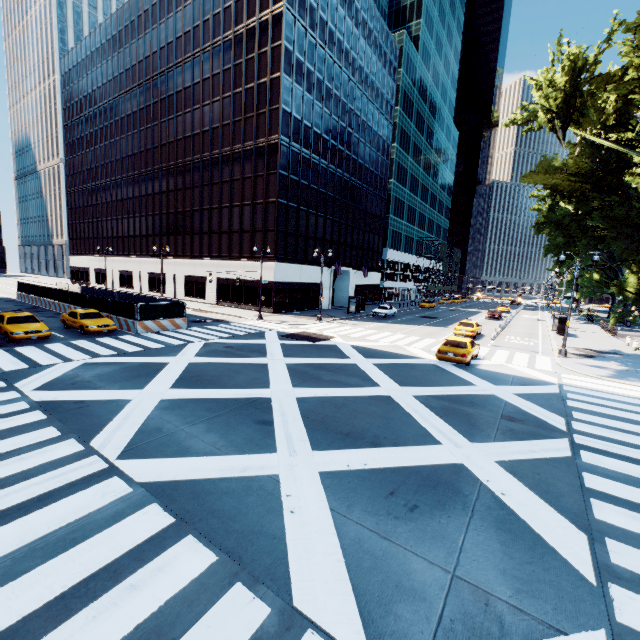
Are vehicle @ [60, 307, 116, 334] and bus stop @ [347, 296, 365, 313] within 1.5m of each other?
no

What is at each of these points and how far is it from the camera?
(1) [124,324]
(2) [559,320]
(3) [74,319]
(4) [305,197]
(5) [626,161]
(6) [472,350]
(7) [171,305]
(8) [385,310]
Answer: (1) concrete barrier, 24.3m
(2) bus stop, 32.9m
(3) vehicle, 22.2m
(4) building, 40.1m
(5) tree, 21.1m
(6) vehicle, 19.3m
(7) fence, 25.3m
(8) vehicle, 41.6m

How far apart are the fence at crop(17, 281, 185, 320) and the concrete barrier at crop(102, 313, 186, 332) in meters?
0.0

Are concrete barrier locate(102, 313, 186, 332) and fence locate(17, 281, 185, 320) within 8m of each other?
yes

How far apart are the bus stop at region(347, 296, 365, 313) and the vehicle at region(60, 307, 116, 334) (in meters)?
26.67

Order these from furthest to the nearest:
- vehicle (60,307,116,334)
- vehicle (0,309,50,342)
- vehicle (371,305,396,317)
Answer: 1. vehicle (371,305,396,317)
2. vehicle (60,307,116,334)
3. vehicle (0,309,50,342)

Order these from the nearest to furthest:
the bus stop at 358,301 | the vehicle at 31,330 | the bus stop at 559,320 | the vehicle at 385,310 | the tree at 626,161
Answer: the tree at 626,161 → the vehicle at 31,330 → the bus stop at 559,320 → the vehicle at 385,310 → the bus stop at 358,301

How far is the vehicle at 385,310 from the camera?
40.8m
